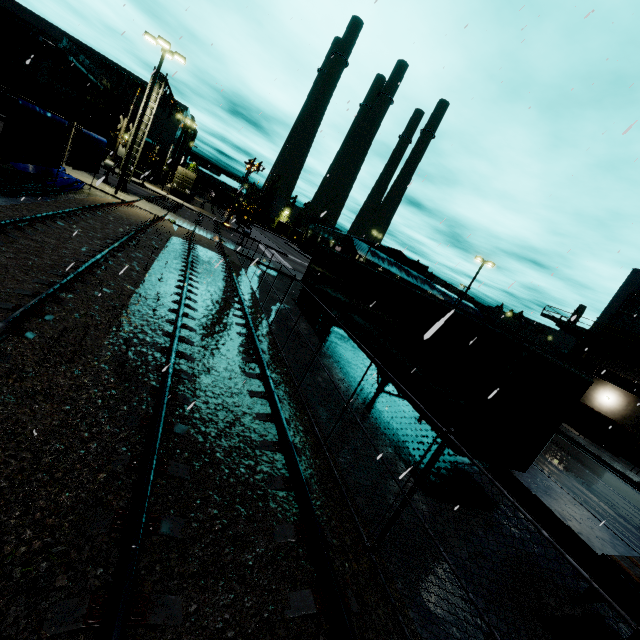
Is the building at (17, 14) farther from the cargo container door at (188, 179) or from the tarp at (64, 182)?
the cargo container door at (188, 179)

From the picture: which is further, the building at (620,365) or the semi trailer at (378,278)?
the building at (620,365)

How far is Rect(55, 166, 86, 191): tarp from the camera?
16.2m

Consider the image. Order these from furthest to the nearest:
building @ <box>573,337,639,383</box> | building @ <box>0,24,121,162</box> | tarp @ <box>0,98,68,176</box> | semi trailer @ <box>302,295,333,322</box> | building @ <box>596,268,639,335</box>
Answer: building @ <box>0,24,121,162</box>
building @ <box>596,268,639,335</box>
building @ <box>573,337,639,383</box>
semi trailer @ <box>302,295,333,322</box>
tarp @ <box>0,98,68,176</box>

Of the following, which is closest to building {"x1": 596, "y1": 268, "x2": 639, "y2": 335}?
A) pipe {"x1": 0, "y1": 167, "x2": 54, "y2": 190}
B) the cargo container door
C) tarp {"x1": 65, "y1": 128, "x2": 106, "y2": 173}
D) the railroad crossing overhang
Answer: tarp {"x1": 65, "y1": 128, "x2": 106, "y2": 173}

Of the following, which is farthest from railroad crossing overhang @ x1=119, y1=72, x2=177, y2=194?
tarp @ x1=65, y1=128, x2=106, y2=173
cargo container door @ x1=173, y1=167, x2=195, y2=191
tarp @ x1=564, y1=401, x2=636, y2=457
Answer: tarp @ x1=564, y1=401, x2=636, y2=457

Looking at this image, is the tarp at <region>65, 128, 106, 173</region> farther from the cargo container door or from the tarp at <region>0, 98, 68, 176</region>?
the cargo container door

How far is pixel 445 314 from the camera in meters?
8.7
